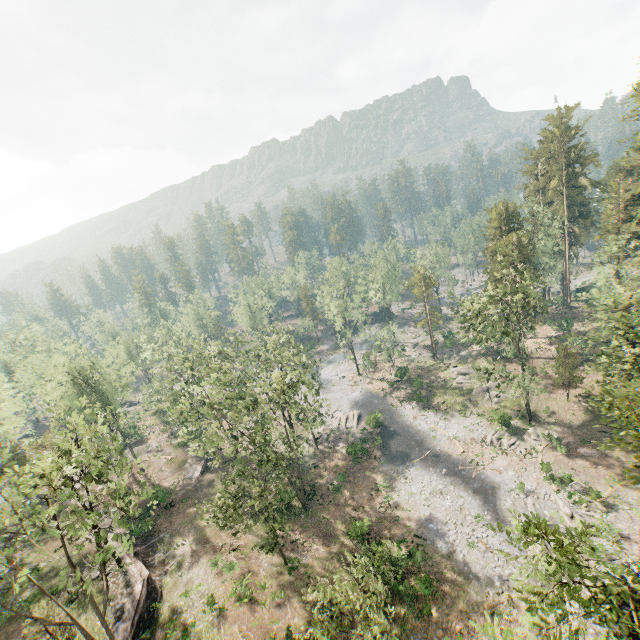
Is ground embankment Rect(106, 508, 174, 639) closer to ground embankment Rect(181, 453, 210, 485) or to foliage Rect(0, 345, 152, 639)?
foliage Rect(0, 345, 152, 639)

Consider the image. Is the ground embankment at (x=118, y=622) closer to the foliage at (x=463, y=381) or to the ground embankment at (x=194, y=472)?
the foliage at (x=463, y=381)

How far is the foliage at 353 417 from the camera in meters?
46.2 m

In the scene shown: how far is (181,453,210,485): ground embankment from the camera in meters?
42.4

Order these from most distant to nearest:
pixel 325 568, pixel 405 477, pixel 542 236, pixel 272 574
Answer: pixel 542 236 → pixel 405 477 → pixel 325 568 → pixel 272 574

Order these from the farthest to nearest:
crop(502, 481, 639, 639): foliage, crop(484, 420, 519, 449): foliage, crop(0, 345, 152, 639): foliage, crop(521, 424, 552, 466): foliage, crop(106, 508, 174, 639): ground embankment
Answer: crop(484, 420, 519, 449): foliage → crop(521, 424, 552, 466): foliage → crop(106, 508, 174, 639): ground embankment → crop(0, 345, 152, 639): foliage → crop(502, 481, 639, 639): foliage

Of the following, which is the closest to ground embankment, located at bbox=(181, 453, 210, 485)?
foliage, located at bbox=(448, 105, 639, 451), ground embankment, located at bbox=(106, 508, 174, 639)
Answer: foliage, located at bbox=(448, 105, 639, 451)
